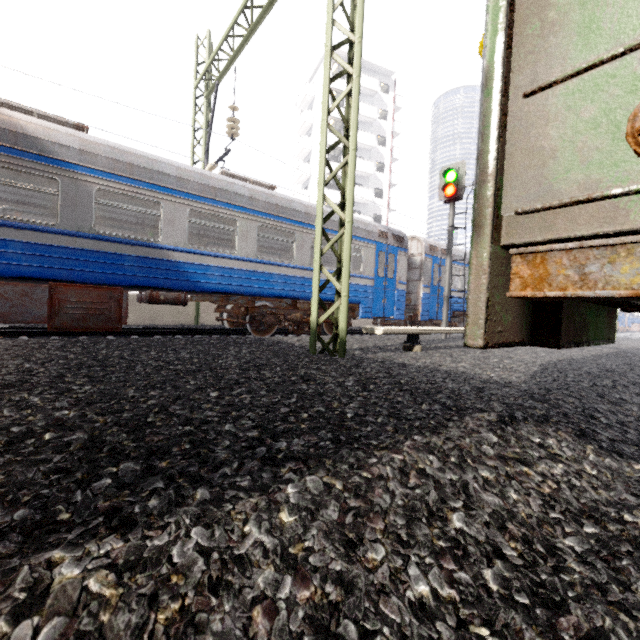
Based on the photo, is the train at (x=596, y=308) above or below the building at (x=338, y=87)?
below

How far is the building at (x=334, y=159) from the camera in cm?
3472

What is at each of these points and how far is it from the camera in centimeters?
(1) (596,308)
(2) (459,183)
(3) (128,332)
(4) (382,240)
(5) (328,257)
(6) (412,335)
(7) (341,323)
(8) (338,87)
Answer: (1) train, 221cm
(2) traffic signal, 1065cm
(3) train track, 786cm
(4) train, 1123cm
(5) train, 1465cm
(6) electrical rail conduit, 674cm
(7) power line, 521cm
(8) building, 3469cm

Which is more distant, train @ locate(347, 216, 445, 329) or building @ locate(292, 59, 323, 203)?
building @ locate(292, 59, 323, 203)

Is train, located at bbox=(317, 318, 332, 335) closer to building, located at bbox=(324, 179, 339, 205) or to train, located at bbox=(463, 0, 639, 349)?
train, located at bbox=(463, 0, 639, 349)

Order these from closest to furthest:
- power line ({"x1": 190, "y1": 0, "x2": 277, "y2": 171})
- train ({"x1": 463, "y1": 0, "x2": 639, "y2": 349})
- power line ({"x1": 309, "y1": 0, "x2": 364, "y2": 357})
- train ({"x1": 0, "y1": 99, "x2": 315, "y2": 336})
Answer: train ({"x1": 463, "y1": 0, "x2": 639, "y2": 349}) < power line ({"x1": 309, "y1": 0, "x2": 364, "y2": 357}) < train ({"x1": 0, "y1": 99, "x2": 315, "y2": 336}) < power line ({"x1": 190, "y1": 0, "x2": 277, "y2": 171})

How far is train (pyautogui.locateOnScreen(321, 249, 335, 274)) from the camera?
9.9 meters
